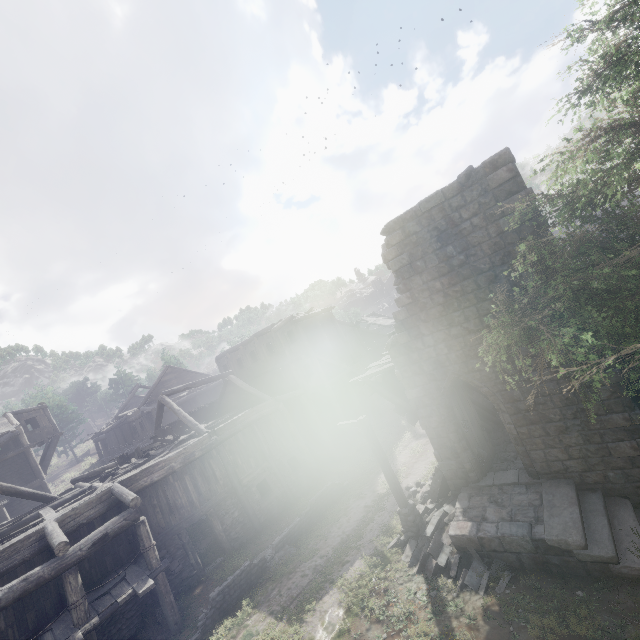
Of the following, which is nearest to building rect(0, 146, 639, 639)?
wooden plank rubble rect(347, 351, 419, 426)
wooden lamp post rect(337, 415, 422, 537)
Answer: wooden plank rubble rect(347, 351, 419, 426)

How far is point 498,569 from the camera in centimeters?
902cm

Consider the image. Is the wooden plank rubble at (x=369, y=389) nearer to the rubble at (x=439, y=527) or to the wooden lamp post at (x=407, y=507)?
the wooden lamp post at (x=407, y=507)

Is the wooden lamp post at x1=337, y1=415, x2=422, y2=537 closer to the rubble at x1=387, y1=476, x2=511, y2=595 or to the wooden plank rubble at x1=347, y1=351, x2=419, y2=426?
the rubble at x1=387, y1=476, x2=511, y2=595

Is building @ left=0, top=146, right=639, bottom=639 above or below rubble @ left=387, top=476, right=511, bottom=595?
above

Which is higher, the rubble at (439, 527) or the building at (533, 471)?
the building at (533, 471)

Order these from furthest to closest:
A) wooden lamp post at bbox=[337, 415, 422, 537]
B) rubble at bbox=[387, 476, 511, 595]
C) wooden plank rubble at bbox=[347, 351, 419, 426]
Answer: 1. wooden plank rubble at bbox=[347, 351, 419, 426]
2. wooden lamp post at bbox=[337, 415, 422, 537]
3. rubble at bbox=[387, 476, 511, 595]
